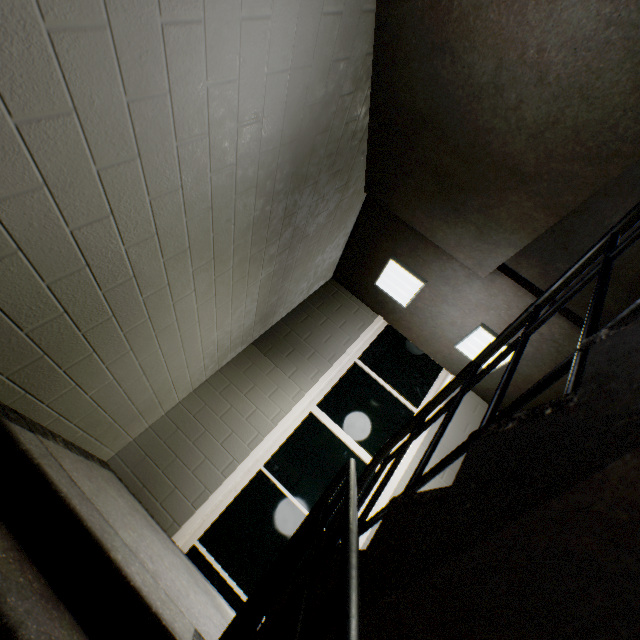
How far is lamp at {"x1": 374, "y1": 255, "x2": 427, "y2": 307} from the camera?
3.7 meters

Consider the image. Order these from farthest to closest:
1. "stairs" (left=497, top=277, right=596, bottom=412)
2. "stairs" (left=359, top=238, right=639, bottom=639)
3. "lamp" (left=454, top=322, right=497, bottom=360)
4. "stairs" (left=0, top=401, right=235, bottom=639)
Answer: "lamp" (left=454, top=322, right=497, bottom=360) → "stairs" (left=497, top=277, right=596, bottom=412) → "stairs" (left=0, top=401, right=235, bottom=639) → "stairs" (left=359, top=238, right=639, bottom=639)

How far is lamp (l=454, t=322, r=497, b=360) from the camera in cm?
351

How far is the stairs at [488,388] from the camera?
3.8 meters

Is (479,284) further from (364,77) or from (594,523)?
(594,523)

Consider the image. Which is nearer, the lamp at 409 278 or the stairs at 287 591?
the stairs at 287 591

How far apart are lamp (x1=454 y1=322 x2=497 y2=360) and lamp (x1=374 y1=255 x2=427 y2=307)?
0.7m

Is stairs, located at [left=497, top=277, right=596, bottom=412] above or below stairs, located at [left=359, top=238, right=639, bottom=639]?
above
